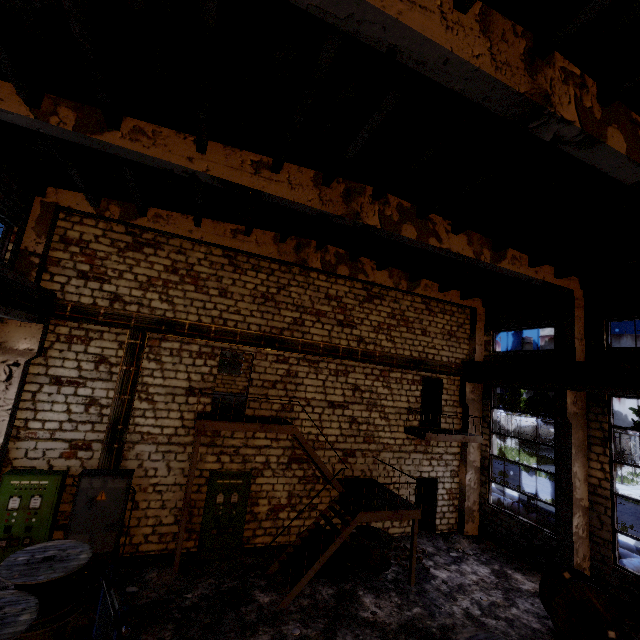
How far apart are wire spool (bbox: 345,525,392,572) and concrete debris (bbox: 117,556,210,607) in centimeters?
454cm

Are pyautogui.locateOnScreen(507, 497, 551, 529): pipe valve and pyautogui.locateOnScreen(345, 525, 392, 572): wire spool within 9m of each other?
yes

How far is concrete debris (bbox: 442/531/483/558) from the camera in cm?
1238

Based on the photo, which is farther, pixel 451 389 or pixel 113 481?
pixel 451 389

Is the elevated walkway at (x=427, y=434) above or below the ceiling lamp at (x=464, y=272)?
below

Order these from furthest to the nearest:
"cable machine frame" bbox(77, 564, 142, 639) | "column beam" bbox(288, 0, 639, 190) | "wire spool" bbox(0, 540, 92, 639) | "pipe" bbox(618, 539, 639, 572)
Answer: "pipe" bbox(618, 539, 639, 572)
"wire spool" bbox(0, 540, 92, 639)
"cable machine frame" bbox(77, 564, 142, 639)
"column beam" bbox(288, 0, 639, 190)

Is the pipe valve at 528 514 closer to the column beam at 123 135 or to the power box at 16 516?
the column beam at 123 135

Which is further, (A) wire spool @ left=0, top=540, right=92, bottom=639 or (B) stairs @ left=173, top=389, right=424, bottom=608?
(B) stairs @ left=173, top=389, right=424, bottom=608
